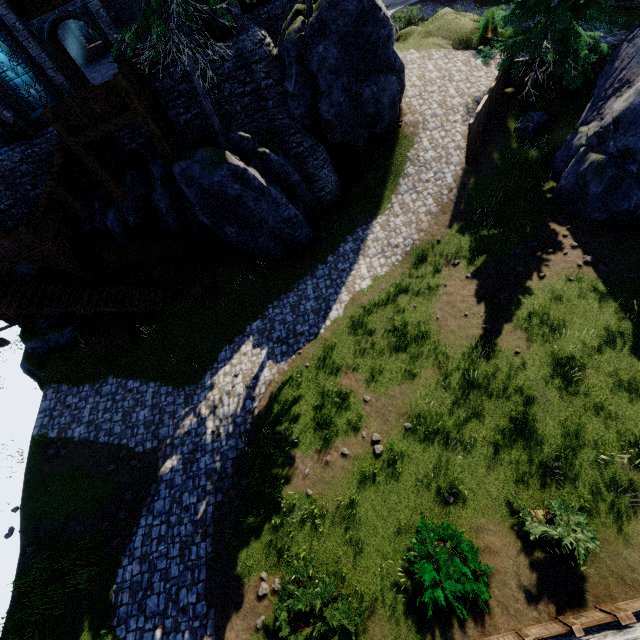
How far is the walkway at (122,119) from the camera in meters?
12.0 m

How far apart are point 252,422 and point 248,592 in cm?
515

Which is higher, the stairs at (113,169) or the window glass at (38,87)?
the window glass at (38,87)

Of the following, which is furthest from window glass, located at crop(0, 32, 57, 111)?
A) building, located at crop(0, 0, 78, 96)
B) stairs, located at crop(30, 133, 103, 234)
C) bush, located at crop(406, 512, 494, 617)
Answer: bush, located at crop(406, 512, 494, 617)

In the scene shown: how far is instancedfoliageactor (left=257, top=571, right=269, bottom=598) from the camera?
9.4 meters

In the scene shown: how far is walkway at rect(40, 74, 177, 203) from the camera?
12.0m

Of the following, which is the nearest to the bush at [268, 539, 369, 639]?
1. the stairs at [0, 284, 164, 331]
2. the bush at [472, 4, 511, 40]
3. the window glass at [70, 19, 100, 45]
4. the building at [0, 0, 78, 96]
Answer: the stairs at [0, 284, 164, 331]

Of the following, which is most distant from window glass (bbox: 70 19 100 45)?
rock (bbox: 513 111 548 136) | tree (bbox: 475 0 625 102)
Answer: rock (bbox: 513 111 548 136)
